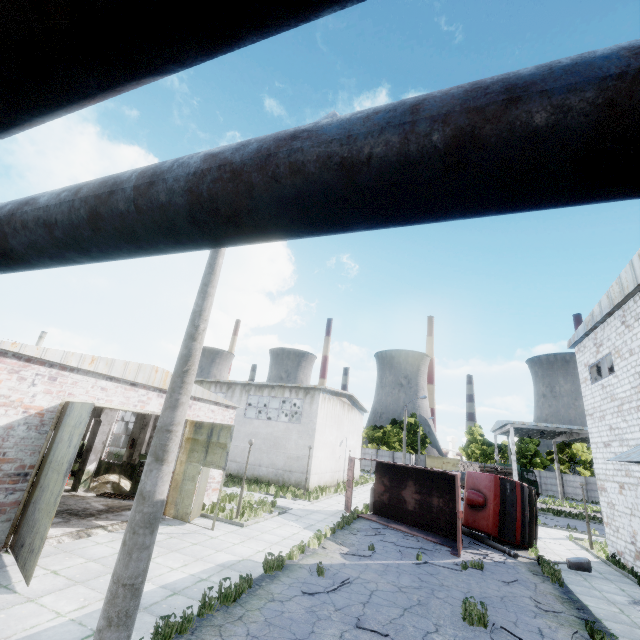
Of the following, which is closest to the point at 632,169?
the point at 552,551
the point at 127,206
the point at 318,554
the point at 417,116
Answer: the point at 417,116

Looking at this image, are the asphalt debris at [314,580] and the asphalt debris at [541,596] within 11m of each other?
yes

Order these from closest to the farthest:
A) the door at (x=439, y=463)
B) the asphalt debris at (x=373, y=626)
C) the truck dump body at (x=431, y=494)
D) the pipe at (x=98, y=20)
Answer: the pipe at (x=98, y=20) < the asphalt debris at (x=373, y=626) < the truck dump body at (x=431, y=494) < the door at (x=439, y=463)

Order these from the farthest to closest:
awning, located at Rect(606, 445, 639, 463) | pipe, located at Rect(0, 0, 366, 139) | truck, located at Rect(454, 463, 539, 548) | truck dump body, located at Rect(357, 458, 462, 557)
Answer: truck, located at Rect(454, 463, 539, 548) → truck dump body, located at Rect(357, 458, 462, 557) → awning, located at Rect(606, 445, 639, 463) → pipe, located at Rect(0, 0, 366, 139)

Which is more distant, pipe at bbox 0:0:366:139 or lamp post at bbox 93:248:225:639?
lamp post at bbox 93:248:225:639

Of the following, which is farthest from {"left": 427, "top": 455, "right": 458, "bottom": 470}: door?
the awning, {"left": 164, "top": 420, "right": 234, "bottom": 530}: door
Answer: {"left": 164, "top": 420, "right": 234, "bottom": 530}: door

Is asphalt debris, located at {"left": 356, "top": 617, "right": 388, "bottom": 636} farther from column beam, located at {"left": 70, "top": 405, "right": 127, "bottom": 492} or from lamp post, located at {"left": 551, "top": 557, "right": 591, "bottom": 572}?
column beam, located at {"left": 70, "top": 405, "right": 127, "bottom": 492}

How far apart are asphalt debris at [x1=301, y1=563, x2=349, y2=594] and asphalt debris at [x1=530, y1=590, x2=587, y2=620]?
5.53m
